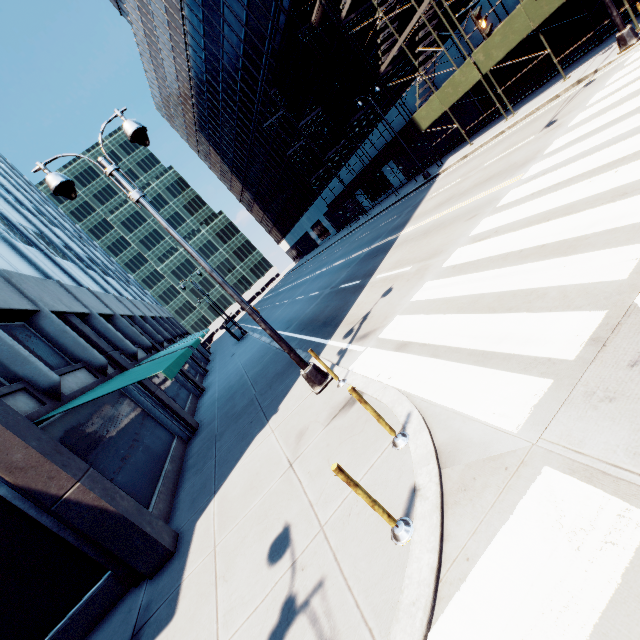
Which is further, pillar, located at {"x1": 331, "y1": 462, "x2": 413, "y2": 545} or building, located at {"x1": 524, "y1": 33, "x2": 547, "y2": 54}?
building, located at {"x1": 524, "y1": 33, "x2": 547, "y2": 54}

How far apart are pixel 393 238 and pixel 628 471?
15.0m

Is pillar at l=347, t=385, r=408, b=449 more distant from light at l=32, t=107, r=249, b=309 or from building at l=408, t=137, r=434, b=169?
building at l=408, t=137, r=434, b=169

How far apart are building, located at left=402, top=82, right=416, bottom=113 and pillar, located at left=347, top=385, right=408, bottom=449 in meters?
28.0 m

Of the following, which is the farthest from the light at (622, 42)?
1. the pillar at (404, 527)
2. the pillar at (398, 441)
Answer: the pillar at (404, 527)

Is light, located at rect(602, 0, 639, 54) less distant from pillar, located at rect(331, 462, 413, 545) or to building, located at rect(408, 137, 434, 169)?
building, located at rect(408, 137, 434, 169)

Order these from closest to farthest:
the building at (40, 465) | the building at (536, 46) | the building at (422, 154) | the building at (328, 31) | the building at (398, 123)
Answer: the building at (40, 465), the building at (536, 46), the building at (328, 31), the building at (398, 123), the building at (422, 154)

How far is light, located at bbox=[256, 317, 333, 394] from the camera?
7.7 meters
